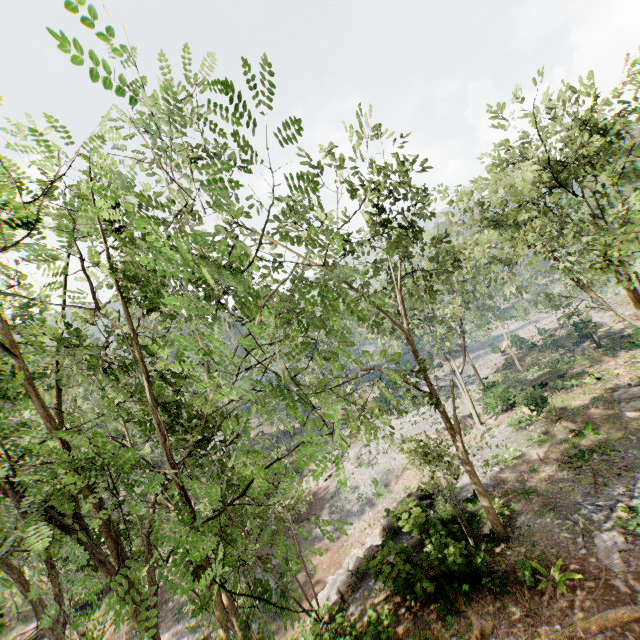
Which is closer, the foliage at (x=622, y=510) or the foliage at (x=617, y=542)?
the foliage at (x=617, y=542)

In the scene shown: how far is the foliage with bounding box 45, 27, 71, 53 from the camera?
2.6m

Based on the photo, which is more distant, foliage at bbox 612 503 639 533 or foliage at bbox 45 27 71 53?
foliage at bbox 612 503 639 533

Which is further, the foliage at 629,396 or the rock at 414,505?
the foliage at 629,396

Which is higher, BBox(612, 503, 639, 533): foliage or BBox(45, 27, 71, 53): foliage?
BBox(45, 27, 71, 53): foliage

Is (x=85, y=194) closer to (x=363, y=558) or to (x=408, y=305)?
(x=408, y=305)
